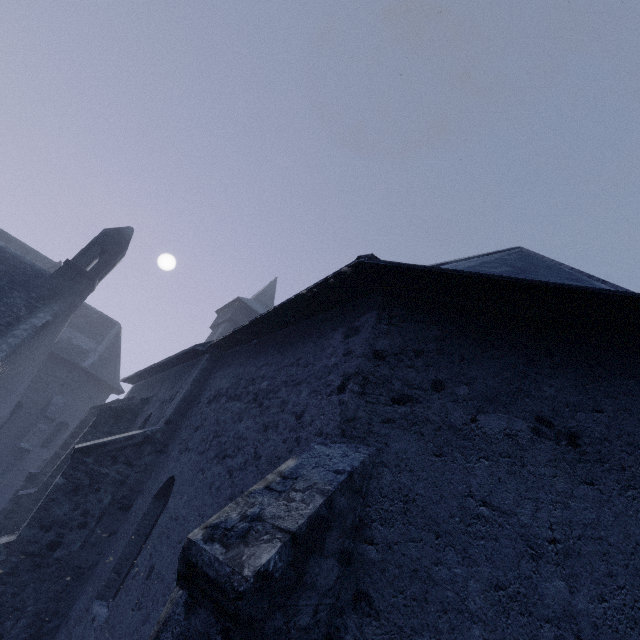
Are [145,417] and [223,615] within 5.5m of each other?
no
